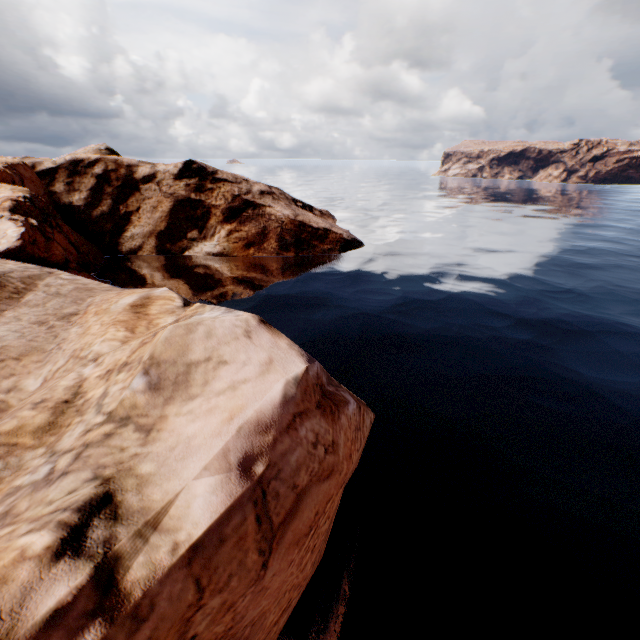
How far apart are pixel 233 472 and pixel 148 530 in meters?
1.1
